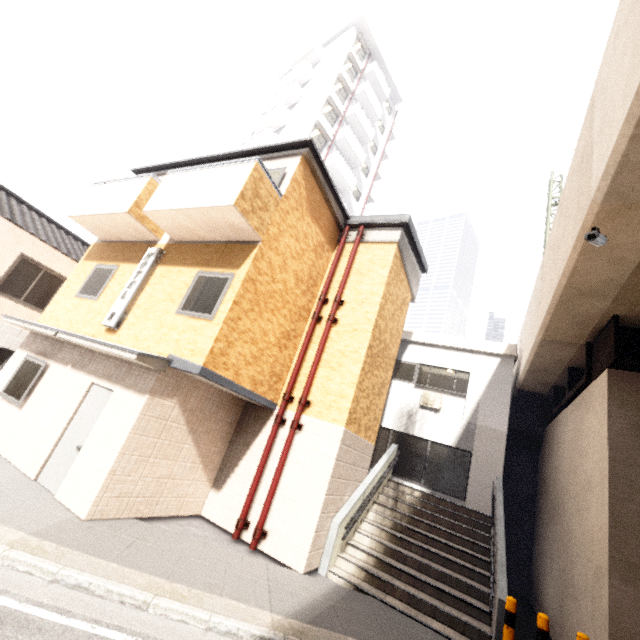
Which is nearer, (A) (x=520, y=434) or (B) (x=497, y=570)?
(B) (x=497, y=570)

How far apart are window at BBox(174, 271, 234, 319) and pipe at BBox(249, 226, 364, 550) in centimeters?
288cm

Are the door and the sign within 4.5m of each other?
yes

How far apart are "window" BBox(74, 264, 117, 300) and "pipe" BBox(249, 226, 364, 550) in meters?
6.0 m

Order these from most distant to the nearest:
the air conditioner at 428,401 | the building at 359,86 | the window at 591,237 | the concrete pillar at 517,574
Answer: the building at 359,86, the air conditioner at 428,401, the concrete pillar at 517,574, the window at 591,237

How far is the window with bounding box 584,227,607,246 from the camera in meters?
5.1 m

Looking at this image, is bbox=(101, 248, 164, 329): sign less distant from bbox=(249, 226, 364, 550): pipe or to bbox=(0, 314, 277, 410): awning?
bbox=(0, 314, 277, 410): awning

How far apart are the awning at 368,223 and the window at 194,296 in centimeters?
442cm
